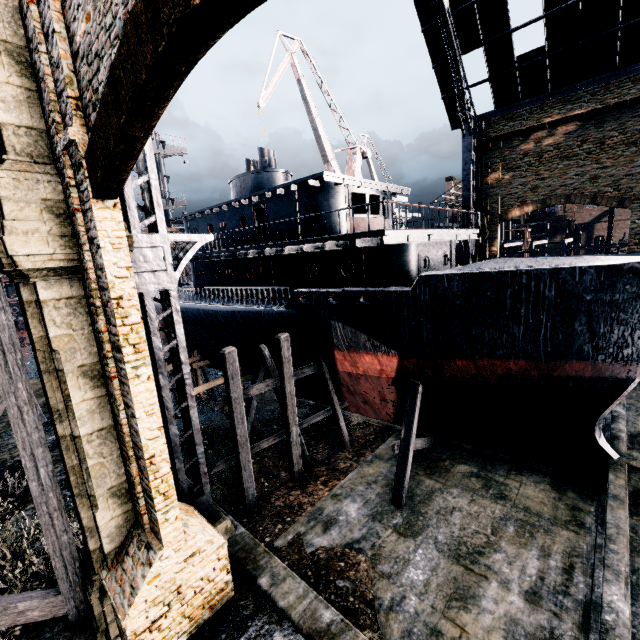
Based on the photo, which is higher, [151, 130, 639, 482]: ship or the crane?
the crane

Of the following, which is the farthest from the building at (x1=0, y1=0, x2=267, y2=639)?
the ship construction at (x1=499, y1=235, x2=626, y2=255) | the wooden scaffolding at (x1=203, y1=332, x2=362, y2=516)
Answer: the ship construction at (x1=499, y1=235, x2=626, y2=255)

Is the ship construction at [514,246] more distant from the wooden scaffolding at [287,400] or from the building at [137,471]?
the wooden scaffolding at [287,400]

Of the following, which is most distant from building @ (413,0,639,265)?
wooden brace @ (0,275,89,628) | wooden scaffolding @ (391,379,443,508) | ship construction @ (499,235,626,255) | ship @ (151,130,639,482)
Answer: ship construction @ (499,235,626,255)

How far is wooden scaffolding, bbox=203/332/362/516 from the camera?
13.4m

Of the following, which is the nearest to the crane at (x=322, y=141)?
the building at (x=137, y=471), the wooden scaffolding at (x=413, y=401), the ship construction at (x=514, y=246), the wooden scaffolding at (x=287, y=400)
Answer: the building at (x=137, y=471)

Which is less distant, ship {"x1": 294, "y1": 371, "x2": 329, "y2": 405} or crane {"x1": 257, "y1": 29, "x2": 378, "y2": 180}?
ship {"x1": 294, "y1": 371, "x2": 329, "y2": 405}

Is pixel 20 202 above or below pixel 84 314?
above
